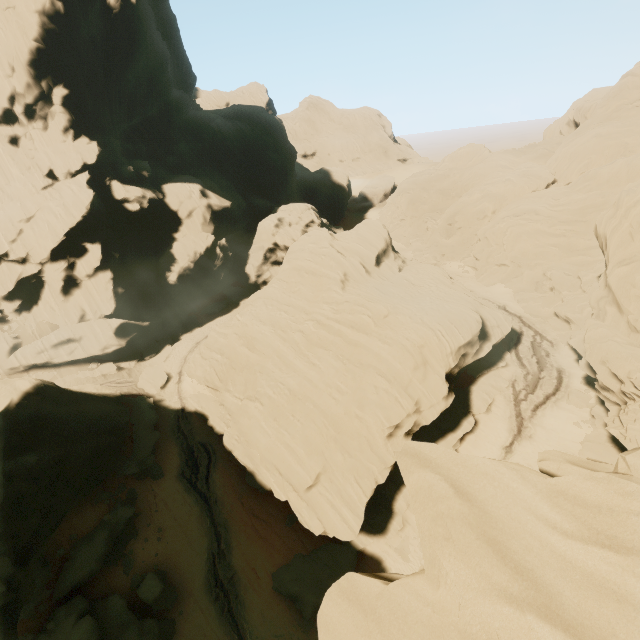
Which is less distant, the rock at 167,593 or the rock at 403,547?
the rock at 167,593

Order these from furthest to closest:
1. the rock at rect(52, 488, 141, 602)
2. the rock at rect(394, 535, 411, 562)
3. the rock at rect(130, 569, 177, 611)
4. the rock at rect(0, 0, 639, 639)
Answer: the rock at rect(394, 535, 411, 562)
the rock at rect(130, 569, 177, 611)
the rock at rect(52, 488, 141, 602)
the rock at rect(0, 0, 639, 639)

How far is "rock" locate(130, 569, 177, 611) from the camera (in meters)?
21.59

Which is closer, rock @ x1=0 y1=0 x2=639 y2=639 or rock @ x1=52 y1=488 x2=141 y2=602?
rock @ x1=0 y1=0 x2=639 y2=639

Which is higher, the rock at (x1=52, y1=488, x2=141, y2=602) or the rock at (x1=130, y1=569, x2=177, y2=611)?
the rock at (x1=52, y1=488, x2=141, y2=602)

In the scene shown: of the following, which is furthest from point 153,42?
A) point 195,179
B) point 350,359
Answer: point 350,359
